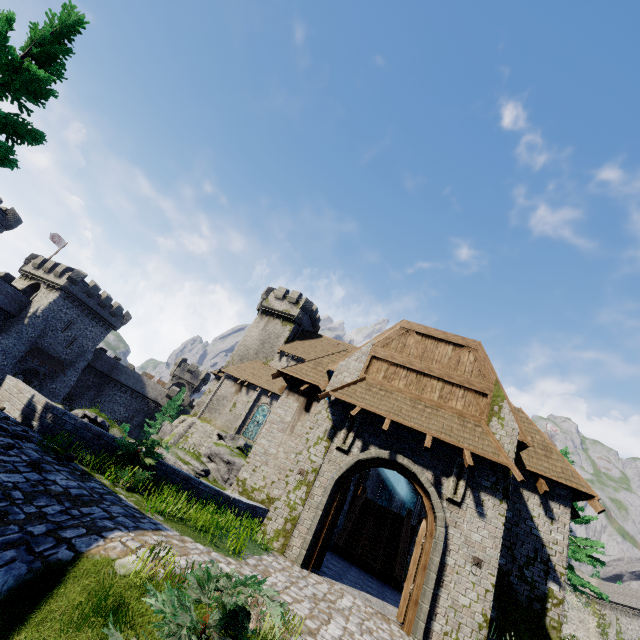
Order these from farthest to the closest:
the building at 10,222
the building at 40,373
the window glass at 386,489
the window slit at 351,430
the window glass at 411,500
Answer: the building at 40,373 → the window glass at 386,489 → the window glass at 411,500 → the building at 10,222 → the window slit at 351,430

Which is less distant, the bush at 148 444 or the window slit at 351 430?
the bush at 148 444

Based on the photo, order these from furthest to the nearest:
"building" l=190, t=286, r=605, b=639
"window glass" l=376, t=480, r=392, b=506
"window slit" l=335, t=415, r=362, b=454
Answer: "window glass" l=376, t=480, r=392, b=506, "window slit" l=335, t=415, r=362, b=454, "building" l=190, t=286, r=605, b=639

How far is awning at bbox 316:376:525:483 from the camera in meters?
9.5

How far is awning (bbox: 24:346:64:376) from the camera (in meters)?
40.94

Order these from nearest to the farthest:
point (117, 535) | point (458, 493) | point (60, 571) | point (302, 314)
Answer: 1. point (60, 571)
2. point (117, 535)
3. point (458, 493)
4. point (302, 314)

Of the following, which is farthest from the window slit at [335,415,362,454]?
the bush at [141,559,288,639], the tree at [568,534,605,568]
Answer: the tree at [568,534,605,568]

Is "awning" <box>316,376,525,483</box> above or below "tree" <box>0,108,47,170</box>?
below
